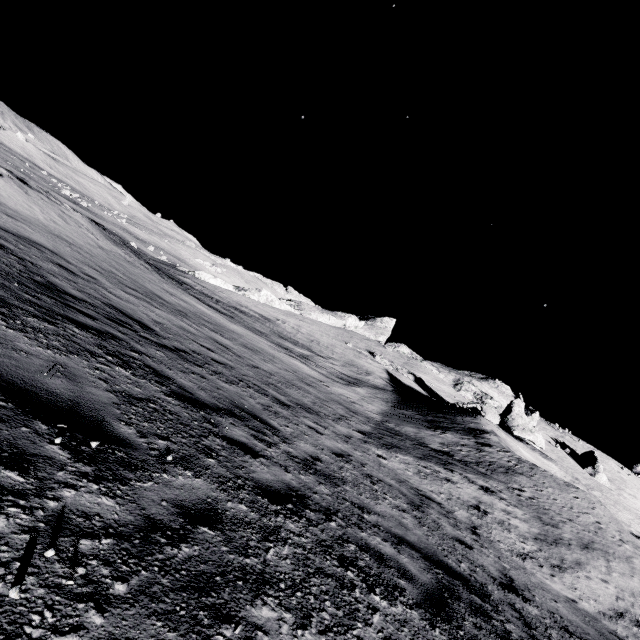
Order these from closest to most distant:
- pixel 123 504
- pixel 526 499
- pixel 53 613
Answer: pixel 53 613
pixel 123 504
pixel 526 499

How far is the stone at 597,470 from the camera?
39.2m

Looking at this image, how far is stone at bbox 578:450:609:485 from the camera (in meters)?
39.22
